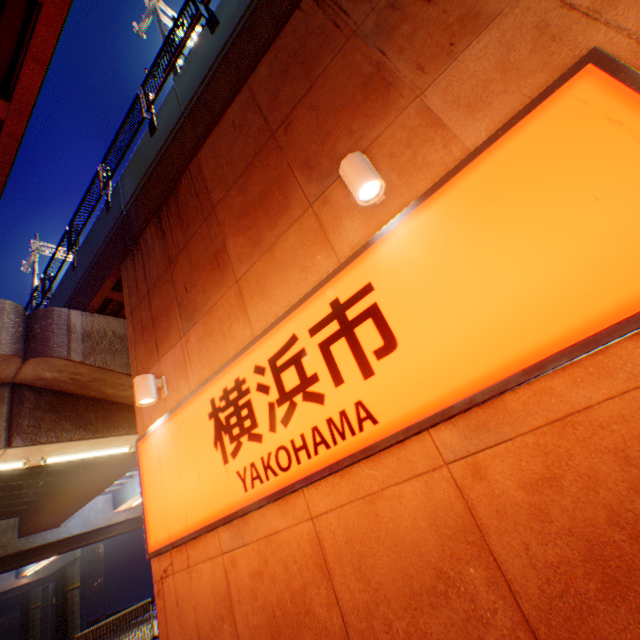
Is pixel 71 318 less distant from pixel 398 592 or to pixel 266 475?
pixel 266 475

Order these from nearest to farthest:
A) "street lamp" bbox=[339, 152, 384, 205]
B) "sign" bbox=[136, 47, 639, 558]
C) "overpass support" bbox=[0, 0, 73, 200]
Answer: "sign" bbox=[136, 47, 639, 558] → "street lamp" bbox=[339, 152, 384, 205] → "overpass support" bbox=[0, 0, 73, 200]

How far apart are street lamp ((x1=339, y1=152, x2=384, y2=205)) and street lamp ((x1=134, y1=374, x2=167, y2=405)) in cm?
407

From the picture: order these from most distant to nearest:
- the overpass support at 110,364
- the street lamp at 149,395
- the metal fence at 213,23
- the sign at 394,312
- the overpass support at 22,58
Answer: the metal fence at 213,23
the overpass support at 110,364
the street lamp at 149,395
the overpass support at 22,58
the sign at 394,312

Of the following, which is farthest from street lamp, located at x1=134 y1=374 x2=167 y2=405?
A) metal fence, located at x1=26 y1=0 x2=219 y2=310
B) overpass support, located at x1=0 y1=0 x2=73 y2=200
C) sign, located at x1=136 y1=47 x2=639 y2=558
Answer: metal fence, located at x1=26 y1=0 x2=219 y2=310

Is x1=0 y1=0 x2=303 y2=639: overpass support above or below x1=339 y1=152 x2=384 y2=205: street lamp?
above

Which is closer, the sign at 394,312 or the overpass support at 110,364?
the sign at 394,312
